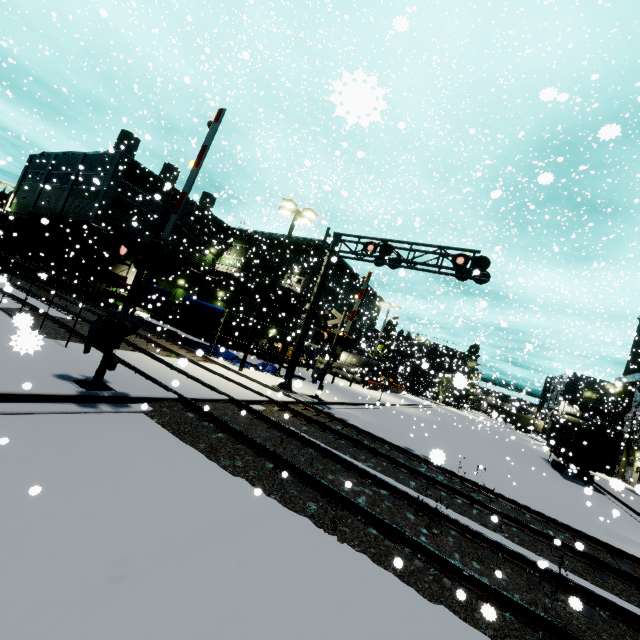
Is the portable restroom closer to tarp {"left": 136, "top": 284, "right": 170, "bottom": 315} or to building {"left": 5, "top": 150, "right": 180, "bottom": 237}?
building {"left": 5, "top": 150, "right": 180, "bottom": 237}

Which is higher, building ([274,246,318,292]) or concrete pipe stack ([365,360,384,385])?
building ([274,246,318,292])

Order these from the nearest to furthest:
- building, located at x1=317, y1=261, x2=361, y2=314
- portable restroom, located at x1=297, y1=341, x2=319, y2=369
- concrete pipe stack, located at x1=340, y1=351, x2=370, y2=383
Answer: portable restroom, located at x1=297, y1=341, x2=319, y2=369 → building, located at x1=317, y1=261, x2=361, y2=314 → concrete pipe stack, located at x1=340, y1=351, x2=370, y2=383

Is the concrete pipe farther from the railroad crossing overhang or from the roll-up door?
the roll-up door

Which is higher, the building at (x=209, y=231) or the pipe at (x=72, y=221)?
the building at (x=209, y=231)

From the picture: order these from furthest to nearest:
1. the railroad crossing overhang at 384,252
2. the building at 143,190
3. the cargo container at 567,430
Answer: the building at 143,190 < the cargo container at 567,430 < the railroad crossing overhang at 384,252

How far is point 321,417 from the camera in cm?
1395

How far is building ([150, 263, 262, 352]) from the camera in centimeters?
3030cm
